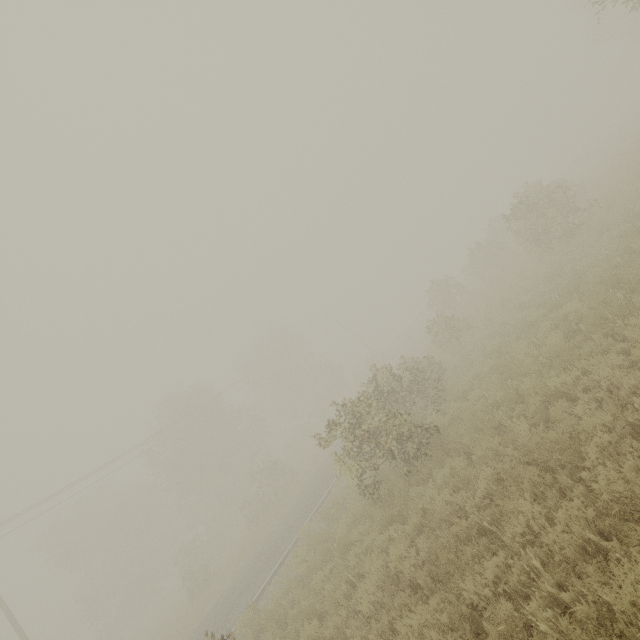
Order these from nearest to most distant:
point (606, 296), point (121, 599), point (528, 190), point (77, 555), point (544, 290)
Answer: point (606, 296)
point (544, 290)
point (528, 190)
point (121, 599)
point (77, 555)
